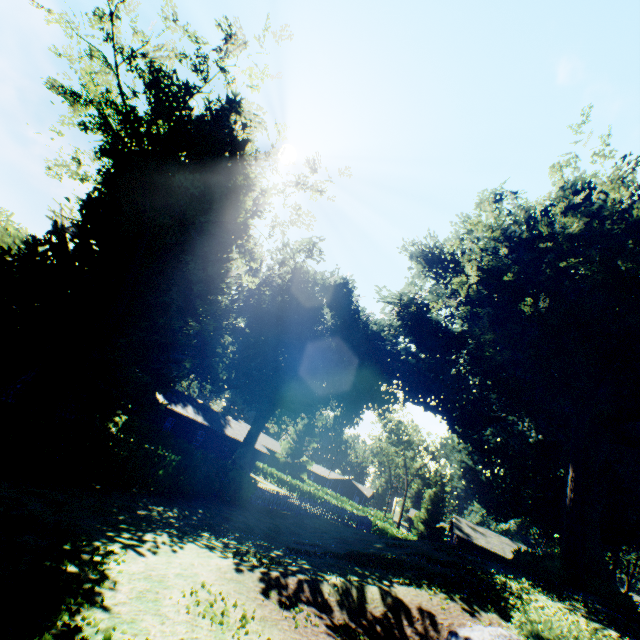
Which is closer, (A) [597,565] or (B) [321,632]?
(B) [321,632]

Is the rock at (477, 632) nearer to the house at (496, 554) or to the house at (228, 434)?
the house at (228, 434)

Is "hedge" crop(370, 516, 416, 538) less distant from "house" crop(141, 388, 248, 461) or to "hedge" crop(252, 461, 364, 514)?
"hedge" crop(252, 461, 364, 514)

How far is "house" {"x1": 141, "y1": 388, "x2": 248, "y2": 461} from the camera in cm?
3516

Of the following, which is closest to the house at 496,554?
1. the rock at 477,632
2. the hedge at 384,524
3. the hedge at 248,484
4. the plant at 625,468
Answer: the plant at 625,468

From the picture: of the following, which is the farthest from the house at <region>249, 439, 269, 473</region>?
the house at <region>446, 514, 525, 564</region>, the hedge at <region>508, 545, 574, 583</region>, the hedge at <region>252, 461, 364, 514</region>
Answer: the hedge at <region>508, 545, 574, 583</region>

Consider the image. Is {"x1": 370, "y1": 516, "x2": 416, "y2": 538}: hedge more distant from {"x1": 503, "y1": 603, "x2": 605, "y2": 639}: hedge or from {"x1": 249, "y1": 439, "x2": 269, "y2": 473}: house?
{"x1": 503, "y1": 603, "x2": 605, "y2": 639}: hedge

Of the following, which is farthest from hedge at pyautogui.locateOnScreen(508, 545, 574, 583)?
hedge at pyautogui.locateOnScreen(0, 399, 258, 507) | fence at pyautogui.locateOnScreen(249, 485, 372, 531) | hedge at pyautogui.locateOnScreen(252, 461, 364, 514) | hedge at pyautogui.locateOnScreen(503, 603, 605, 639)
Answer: hedge at pyautogui.locateOnScreen(252, 461, 364, 514)
